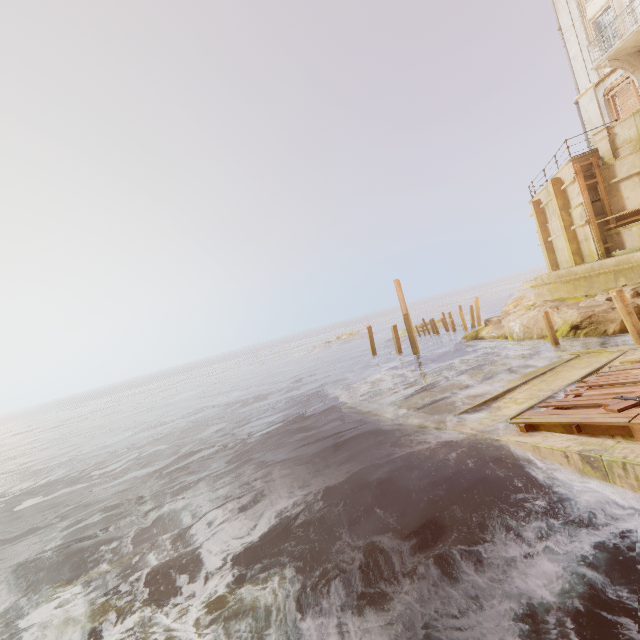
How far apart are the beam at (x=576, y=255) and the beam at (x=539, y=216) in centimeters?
342cm

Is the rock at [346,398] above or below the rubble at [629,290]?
below

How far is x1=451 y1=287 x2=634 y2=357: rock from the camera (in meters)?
12.41

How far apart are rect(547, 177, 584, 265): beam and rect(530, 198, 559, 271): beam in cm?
342

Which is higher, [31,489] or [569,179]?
[569,179]

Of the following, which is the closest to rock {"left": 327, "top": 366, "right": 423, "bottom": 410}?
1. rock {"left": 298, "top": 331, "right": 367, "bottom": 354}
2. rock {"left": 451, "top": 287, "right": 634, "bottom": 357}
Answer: rock {"left": 451, "top": 287, "right": 634, "bottom": 357}

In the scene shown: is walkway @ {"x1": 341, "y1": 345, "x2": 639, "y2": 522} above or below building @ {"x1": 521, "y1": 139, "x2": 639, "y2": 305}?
below

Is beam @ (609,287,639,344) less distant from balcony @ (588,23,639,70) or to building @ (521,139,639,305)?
building @ (521,139,639,305)
